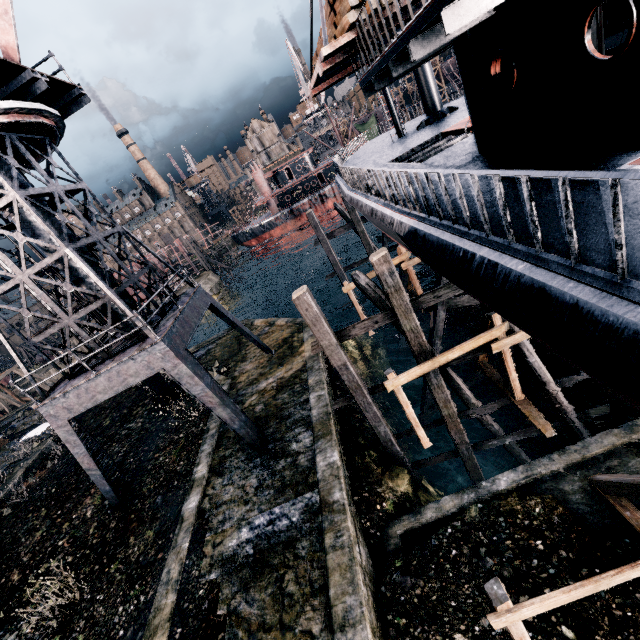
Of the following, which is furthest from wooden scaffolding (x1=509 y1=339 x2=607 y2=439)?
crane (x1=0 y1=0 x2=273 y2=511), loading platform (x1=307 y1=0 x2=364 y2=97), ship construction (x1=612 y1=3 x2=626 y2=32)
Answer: ship construction (x1=612 y1=3 x2=626 y2=32)

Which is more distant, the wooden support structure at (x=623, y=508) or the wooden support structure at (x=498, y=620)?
the wooden support structure at (x=623, y=508)

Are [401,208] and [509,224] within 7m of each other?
yes

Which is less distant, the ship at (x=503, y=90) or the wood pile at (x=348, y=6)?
the ship at (x=503, y=90)

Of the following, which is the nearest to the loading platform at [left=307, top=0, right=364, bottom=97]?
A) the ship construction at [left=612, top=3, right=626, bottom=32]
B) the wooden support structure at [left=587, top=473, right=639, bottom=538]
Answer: the wooden support structure at [left=587, top=473, right=639, bottom=538]

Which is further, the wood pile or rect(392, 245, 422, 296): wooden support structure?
rect(392, 245, 422, 296): wooden support structure

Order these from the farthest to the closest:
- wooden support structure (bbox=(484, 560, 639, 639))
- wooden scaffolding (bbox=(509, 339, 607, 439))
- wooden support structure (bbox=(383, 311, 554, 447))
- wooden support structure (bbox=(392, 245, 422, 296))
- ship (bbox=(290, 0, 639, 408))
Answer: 1. wooden support structure (bbox=(392, 245, 422, 296))
2. wooden scaffolding (bbox=(509, 339, 607, 439))
3. wooden support structure (bbox=(383, 311, 554, 447))
4. wooden support structure (bbox=(484, 560, 639, 639))
5. ship (bbox=(290, 0, 639, 408))

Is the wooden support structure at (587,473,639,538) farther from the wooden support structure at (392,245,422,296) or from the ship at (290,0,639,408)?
the wooden support structure at (392,245,422,296)
